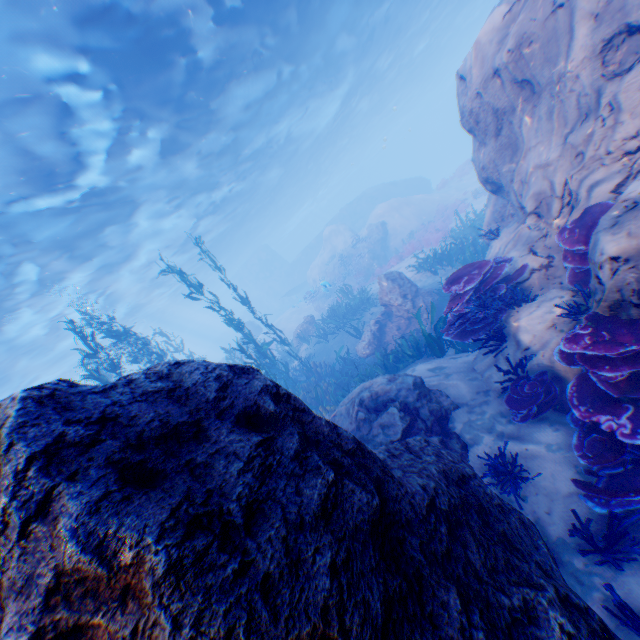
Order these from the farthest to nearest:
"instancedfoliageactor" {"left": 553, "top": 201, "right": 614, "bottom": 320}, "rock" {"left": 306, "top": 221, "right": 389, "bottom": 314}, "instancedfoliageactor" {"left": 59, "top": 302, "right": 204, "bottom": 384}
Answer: "rock" {"left": 306, "top": 221, "right": 389, "bottom": 314} < "instancedfoliageactor" {"left": 59, "top": 302, "right": 204, "bottom": 384} < "instancedfoliageactor" {"left": 553, "top": 201, "right": 614, "bottom": 320}

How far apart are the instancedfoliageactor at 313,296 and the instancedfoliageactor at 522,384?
22.3m

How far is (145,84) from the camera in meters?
11.2

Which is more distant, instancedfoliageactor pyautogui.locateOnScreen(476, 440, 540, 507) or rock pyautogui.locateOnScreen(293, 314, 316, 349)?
rock pyautogui.locateOnScreen(293, 314, 316, 349)

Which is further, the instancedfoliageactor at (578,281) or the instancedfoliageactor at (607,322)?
the instancedfoliageactor at (578,281)

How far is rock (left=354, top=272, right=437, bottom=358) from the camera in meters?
11.7

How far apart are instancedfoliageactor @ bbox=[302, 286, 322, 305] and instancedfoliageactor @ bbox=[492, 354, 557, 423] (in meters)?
22.35

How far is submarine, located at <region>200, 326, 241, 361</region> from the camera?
50.6 meters
